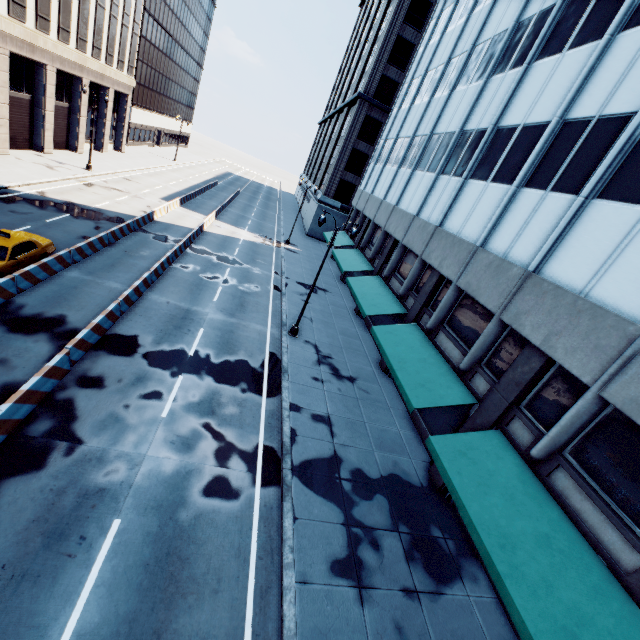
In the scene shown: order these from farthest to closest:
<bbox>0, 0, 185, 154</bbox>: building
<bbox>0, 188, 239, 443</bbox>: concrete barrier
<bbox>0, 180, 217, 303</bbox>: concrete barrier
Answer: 1. <bbox>0, 0, 185, 154</bbox>: building
2. <bbox>0, 180, 217, 303</bbox>: concrete barrier
3. <bbox>0, 188, 239, 443</bbox>: concrete barrier

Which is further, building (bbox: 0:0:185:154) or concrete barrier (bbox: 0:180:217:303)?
building (bbox: 0:0:185:154)

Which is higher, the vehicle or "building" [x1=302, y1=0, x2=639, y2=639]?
"building" [x1=302, y1=0, x2=639, y2=639]

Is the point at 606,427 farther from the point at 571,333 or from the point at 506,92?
the point at 506,92

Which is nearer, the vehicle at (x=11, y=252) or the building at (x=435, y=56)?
the building at (x=435, y=56)

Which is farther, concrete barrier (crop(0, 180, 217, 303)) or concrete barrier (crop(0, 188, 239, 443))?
concrete barrier (crop(0, 180, 217, 303))

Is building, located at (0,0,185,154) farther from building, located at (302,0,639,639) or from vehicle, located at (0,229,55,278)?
building, located at (302,0,639,639)

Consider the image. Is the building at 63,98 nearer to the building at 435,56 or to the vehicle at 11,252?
the vehicle at 11,252
